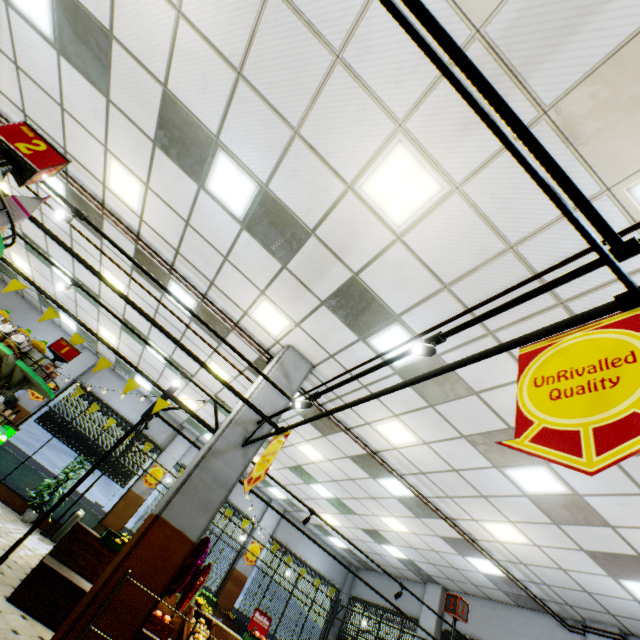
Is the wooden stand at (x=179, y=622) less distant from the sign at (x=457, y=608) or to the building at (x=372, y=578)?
the building at (x=372, y=578)

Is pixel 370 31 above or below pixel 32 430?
Answer: above

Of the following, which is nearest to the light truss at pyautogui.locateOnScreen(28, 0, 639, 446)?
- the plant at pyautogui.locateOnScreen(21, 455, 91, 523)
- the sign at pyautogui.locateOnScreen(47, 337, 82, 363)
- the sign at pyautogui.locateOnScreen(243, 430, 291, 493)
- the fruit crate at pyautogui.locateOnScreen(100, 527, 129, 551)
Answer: the sign at pyautogui.locateOnScreen(243, 430, 291, 493)

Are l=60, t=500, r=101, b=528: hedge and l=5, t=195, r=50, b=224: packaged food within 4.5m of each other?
no

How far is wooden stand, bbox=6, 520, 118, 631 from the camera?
4.29m

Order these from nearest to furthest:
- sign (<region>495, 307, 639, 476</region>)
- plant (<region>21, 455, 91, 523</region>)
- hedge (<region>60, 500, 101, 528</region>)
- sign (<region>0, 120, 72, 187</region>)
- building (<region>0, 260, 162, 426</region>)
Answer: sign (<region>495, 307, 639, 476</region>), sign (<region>0, 120, 72, 187</region>), plant (<region>21, 455, 91, 523</region>), hedge (<region>60, 500, 101, 528</region>), building (<region>0, 260, 162, 426</region>)

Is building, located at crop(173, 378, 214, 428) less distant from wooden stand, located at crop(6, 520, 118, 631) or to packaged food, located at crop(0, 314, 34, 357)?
wooden stand, located at crop(6, 520, 118, 631)

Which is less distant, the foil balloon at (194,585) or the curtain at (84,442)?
Result: the foil balloon at (194,585)
